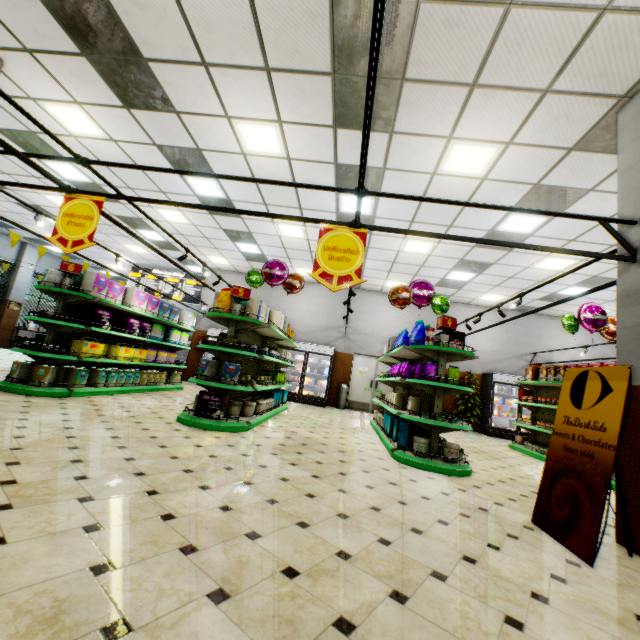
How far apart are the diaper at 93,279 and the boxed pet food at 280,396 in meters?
3.3

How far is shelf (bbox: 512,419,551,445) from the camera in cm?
816

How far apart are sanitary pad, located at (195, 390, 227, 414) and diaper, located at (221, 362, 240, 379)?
0.2m

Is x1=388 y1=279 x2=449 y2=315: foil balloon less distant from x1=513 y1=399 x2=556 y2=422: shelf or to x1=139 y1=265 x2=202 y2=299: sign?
x1=513 y1=399 x2=556 y2=422: shelf

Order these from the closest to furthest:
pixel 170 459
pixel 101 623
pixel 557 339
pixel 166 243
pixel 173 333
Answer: pixel 101 623 → pixel 170 459 → pixel 173 333 → pixel 166 243 → pixel 557 339

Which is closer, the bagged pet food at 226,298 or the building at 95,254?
the bagged pet food at 226,298

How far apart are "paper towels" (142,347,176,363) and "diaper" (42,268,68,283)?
2.5m

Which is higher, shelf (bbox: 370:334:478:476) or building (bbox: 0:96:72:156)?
building (bbox: 0:96:72:156)
